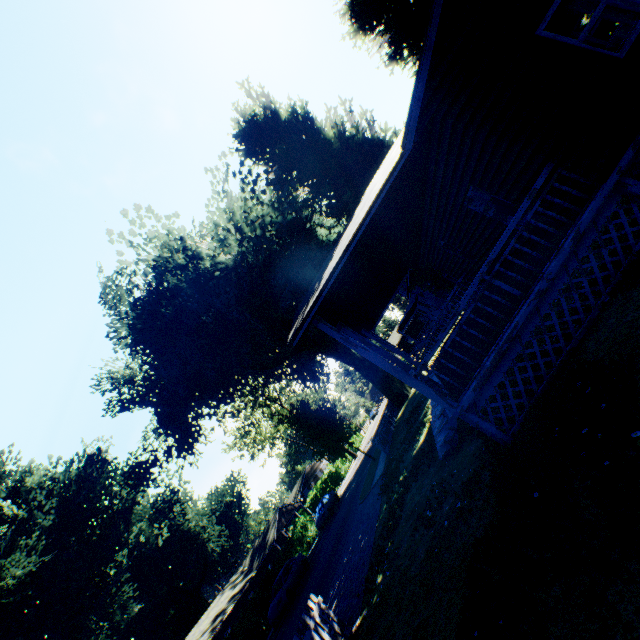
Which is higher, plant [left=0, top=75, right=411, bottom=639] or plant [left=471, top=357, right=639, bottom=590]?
plant [left=0, top=75, right=411, bottom=639]

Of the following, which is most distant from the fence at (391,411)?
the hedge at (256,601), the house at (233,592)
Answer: the house at (233,592)

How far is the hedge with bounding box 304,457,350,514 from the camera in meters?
49.3 m

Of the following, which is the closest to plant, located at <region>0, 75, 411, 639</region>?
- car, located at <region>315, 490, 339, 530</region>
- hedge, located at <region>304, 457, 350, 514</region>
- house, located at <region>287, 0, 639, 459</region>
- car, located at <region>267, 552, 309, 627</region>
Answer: house, located at <region>287, 0, 639, 459</region>

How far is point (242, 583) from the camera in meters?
38.2 m

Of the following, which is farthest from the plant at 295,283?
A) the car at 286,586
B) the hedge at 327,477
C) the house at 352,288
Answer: the car at 286,586

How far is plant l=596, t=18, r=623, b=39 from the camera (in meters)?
14.56

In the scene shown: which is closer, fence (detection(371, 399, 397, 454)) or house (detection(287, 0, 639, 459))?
house (detection(287, 0, 639, 459))
